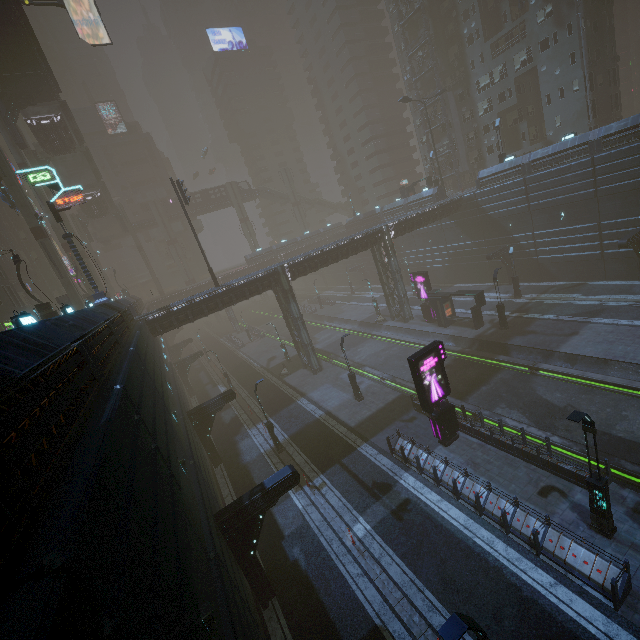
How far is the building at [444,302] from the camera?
30.2m

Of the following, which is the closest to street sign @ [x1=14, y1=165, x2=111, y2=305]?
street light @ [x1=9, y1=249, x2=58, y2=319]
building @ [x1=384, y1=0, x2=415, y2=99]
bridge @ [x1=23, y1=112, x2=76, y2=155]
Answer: street light @ [x1=9, y1=249, x2=58, y2=319]

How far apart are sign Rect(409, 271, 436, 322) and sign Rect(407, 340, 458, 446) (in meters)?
18.08

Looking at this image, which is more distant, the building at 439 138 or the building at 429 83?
the building at 439 138

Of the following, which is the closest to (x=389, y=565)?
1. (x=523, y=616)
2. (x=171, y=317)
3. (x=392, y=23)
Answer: (x=523, y=616)

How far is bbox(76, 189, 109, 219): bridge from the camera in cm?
5197

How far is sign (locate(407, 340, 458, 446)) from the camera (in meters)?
17.34

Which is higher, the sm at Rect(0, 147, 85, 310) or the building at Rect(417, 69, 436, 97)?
the building at Rect(417, 69, 436, 97)
